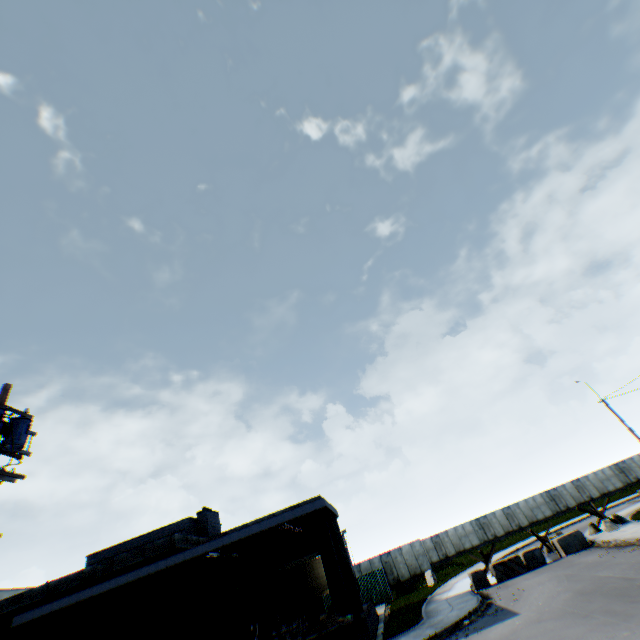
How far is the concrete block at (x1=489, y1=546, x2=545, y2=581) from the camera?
18.5m

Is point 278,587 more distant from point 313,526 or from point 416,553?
point 416,553

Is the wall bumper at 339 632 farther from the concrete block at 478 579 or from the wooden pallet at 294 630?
the concrete block at 478 579

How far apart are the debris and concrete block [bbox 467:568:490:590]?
8.5 meters

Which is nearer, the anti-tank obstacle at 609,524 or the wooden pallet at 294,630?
the wooden pallet at 294,630

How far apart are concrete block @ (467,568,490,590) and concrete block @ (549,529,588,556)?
4.4m

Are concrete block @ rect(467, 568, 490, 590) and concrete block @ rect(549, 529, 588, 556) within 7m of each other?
yes

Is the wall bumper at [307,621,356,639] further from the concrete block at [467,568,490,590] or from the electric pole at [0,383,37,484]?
the electric pole at [0,383,37,484]
